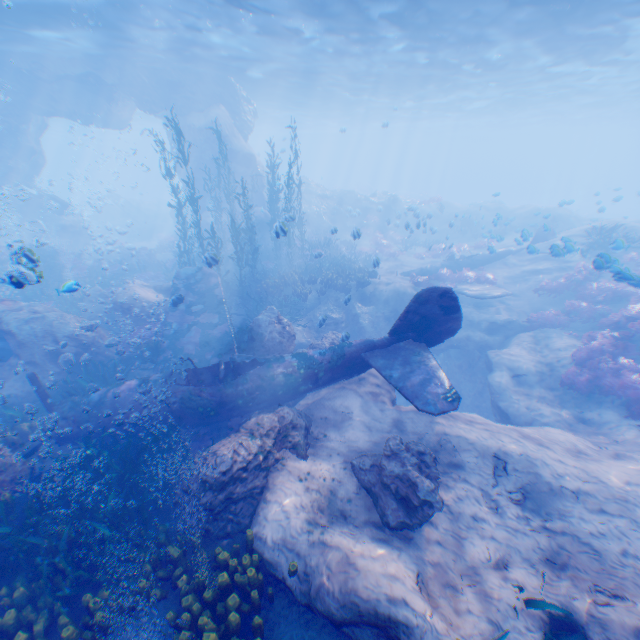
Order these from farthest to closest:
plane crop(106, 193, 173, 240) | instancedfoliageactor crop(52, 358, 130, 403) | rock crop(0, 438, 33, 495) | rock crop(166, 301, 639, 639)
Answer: plane crop(106, 193, 173, 240) < instancedfoliageactor crop(52, 358, 130, 403) < rock crop(0, 438, 33, 495) < rock crop(166, 301, 639, 639)

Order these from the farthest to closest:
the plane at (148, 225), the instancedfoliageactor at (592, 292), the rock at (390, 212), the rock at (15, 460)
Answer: the plane at (148, 225)
the rock at (390, 212)
the instancedfoliageactor at (592, 292)
the rock at (15, 460)

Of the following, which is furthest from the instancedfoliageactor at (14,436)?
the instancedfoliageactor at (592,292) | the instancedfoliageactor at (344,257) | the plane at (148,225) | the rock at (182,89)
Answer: the plane at (148,225)

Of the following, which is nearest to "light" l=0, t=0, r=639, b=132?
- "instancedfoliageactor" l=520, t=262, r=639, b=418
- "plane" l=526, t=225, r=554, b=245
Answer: "plane" l=526, t=225, r=554, b=245

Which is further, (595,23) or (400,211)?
(400,211)

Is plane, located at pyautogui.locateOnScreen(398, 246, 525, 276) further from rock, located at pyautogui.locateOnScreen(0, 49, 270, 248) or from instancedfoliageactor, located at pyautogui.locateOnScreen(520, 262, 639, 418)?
instancedfoliageactor, located at pyautogui.locateOnScreen(520, 262, 639, 418)

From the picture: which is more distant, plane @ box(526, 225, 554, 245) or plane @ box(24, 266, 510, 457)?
plane @ box(526, 225, 554, 245)

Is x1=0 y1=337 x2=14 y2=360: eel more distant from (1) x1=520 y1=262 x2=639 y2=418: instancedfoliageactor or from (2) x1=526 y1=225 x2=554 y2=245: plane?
(1) x1=520 y1=262 x2=639 y2=418: instancedfoliageactor
